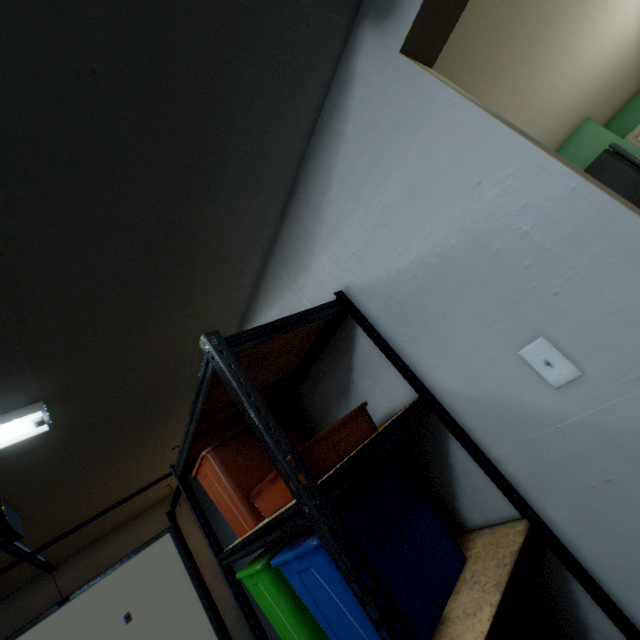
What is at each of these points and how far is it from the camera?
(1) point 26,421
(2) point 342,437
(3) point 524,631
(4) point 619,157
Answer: (1) lamp, 1.4 meters
(2) storage tub, 1.0 meters
(3) storage tub, 1.0 meters
(4) refrigerator, 3.2 meters

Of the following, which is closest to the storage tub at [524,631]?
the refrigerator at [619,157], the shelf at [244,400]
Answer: the shelf at [244,400]

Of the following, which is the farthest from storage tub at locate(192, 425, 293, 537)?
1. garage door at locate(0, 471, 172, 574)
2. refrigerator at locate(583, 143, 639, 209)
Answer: refrigerator at locate(583, 143, 639, 209)

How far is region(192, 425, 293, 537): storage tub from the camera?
1.1 meters

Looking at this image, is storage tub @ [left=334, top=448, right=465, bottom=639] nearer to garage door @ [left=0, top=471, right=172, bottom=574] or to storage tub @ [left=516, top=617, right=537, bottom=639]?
storage tub @ [left=516, top=617, right=537, bottom=639]

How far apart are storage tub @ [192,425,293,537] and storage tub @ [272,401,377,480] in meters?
0.1

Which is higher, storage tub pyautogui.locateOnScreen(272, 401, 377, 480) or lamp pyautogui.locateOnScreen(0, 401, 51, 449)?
lamp pyautogui.locateOnScreen(0, 401, 51, 449)

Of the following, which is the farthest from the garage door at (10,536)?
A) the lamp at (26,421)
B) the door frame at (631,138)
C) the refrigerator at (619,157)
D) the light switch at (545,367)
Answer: the door frame at (631,138)
